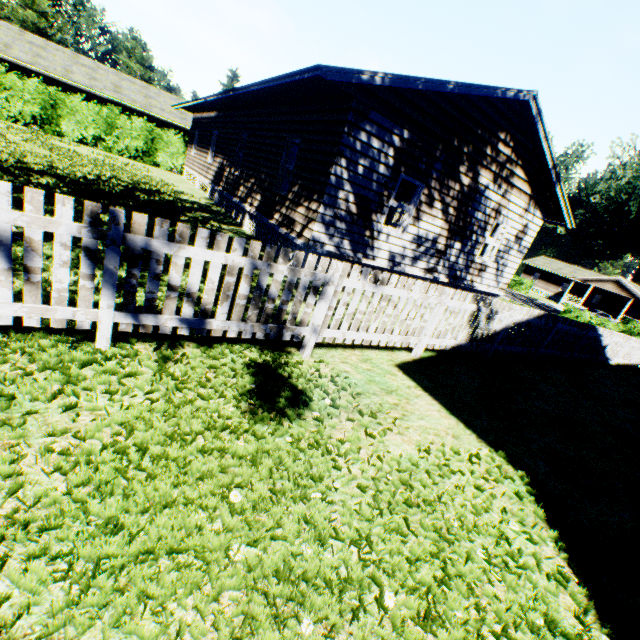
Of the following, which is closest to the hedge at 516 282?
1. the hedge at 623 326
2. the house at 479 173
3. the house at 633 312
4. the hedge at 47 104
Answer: the house at 633 312

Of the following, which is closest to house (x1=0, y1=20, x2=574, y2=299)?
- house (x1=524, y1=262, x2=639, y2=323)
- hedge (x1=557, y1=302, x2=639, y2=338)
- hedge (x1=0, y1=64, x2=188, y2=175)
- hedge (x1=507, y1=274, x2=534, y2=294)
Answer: hedge (x1=0, y1=64, x2=188, y2=175)

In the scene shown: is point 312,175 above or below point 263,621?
above

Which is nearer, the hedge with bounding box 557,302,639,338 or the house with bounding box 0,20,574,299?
the house with bounding box 0,20,574,299

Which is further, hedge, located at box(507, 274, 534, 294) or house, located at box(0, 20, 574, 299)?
hedge, located at box(507, 274, 534, 294)

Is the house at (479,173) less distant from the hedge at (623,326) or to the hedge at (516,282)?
the hedge at (623,326)

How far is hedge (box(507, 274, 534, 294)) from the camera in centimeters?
4678cm

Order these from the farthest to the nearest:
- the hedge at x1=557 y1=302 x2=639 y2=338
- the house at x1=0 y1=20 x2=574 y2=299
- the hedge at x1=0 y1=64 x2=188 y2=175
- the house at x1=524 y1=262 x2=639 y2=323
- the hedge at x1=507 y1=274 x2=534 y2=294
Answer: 1. the hedge at x1=507 y1=274 x2=534 y2=294
2. the house at x1=524 y1=262 x2=639 y2=323
3. the hedge at x1=557 y1=302 x2=639 y2=338
4. the hedge at x1=0 y1=64 x2=188 y2=175
5. the house at x1=0 y1=20 x2=574 y2=299
